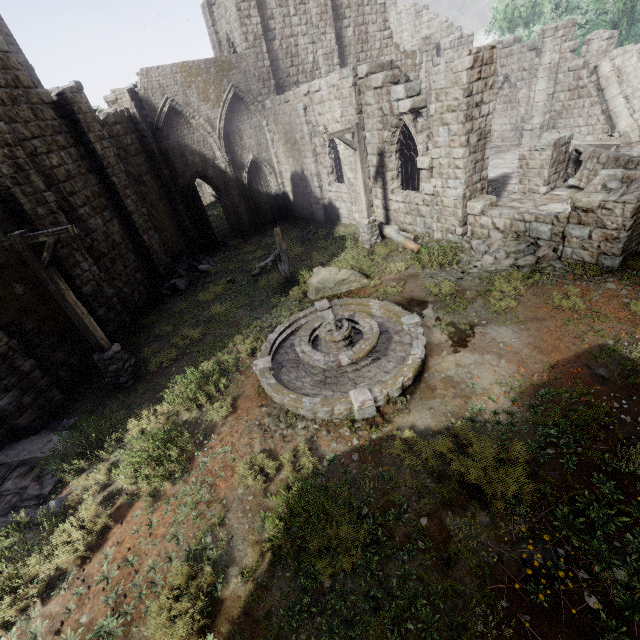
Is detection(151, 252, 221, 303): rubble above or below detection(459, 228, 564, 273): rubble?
below

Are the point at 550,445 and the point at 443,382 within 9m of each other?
yes

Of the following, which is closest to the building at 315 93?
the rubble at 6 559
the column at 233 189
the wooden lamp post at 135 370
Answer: the rubble at 6 559

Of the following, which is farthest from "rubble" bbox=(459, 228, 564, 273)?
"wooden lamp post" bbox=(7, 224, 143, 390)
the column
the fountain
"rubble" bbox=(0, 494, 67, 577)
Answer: the column

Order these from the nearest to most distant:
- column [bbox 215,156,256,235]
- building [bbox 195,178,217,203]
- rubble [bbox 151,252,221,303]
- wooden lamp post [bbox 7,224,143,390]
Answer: wooden lamp post [bbox 7,224,143,390], rubble [bbox 151,252,221,303], column [bbox 215,156,256,235], building [bbox 195,178,217,203]

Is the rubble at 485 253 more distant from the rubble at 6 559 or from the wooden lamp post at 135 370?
the rubble at 6 559

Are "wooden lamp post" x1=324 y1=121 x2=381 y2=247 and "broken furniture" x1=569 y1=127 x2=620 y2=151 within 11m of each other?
no

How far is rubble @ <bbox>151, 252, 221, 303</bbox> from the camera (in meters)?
15.56
